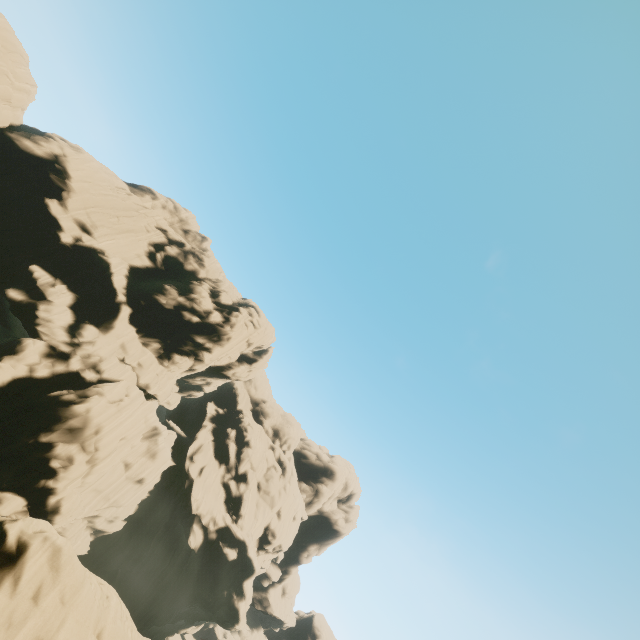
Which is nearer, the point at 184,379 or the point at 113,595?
the point at 113,595
